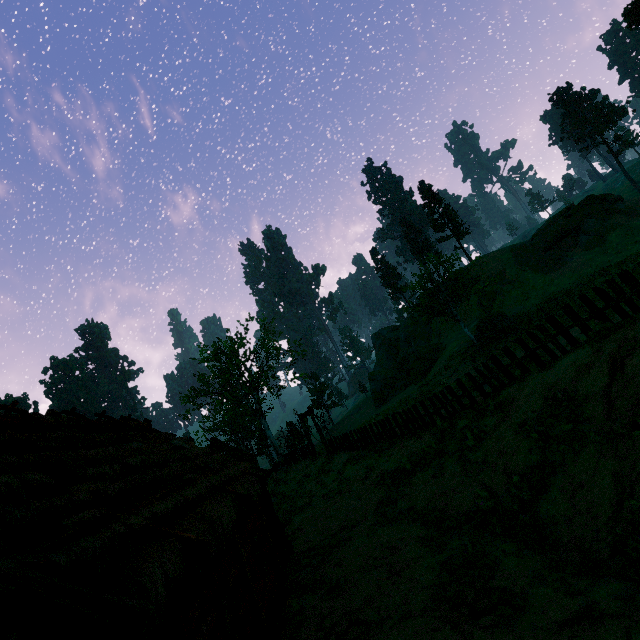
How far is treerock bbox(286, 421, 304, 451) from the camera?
34.0m

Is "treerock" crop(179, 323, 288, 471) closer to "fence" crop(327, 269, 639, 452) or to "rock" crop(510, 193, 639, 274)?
"fence" crop(327, 269, 639, 452)

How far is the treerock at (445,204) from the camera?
29.6m

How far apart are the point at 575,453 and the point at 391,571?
5.5m

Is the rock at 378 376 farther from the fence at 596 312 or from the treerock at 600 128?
the fence at 596 312

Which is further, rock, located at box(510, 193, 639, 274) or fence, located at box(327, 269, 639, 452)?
rock, located at box(510, 193, 639, 274)

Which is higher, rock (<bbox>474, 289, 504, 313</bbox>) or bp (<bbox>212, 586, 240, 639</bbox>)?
rock (<bbox>474, 289, 504, 313</bbox>)
